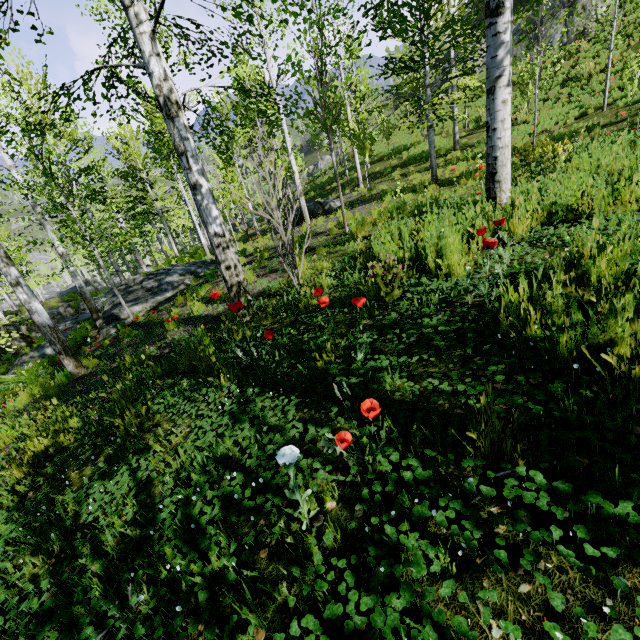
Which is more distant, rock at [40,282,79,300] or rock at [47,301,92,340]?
rock at [40,282,79,300]

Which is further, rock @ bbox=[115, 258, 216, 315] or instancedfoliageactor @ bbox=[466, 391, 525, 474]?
rock @ bbox=[115, 258, 216, 315]

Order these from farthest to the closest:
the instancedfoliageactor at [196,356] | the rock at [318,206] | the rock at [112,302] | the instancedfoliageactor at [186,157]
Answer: the rock at [318,206] < the rock at [112,302] < the instancedfoliageactor at [186,157] < the instancedfoliageactor at [196,356]

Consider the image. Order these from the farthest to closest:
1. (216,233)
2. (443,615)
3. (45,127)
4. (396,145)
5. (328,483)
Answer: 1. (396,145)
2. (45,127)
3. (216,233)
4. (328,483)
5. (443,615)

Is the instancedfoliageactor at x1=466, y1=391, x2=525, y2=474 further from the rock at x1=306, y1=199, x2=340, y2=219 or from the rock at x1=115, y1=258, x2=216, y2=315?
the rock at x1=306, y1=199, x2=340, y2=219

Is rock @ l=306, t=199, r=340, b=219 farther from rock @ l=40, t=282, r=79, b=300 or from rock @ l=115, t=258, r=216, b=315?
rock @ l=40, t=282, r=79, b=300

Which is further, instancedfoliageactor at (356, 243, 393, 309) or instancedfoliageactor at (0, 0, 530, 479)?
instancedfoliageactor at (0, 0, 530, 479)

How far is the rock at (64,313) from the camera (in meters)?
14.78
